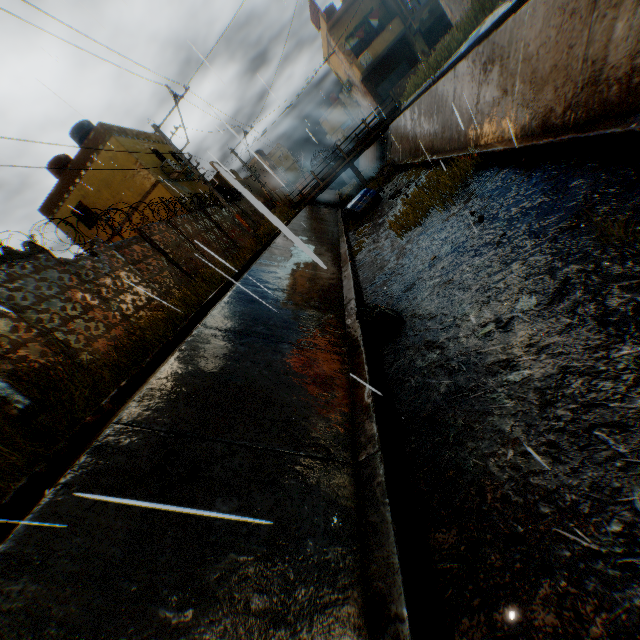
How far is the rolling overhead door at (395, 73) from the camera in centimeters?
2947cm

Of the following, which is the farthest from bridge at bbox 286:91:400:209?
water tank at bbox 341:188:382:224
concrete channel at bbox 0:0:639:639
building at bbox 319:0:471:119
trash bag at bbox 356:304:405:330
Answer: trash bag at bbox 356:304:405:330

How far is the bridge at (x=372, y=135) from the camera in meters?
22.5

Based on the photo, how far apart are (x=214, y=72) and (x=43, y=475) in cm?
554

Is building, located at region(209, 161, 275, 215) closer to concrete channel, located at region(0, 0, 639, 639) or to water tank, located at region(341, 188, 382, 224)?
concrete channel, located at region(0, 0, 639, 639)

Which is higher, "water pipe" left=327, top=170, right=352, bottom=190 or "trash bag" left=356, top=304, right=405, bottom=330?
"water pipe" left=327, top=170, right=352, bottom=190

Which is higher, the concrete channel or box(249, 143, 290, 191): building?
box(249, 143, 290, 191): building

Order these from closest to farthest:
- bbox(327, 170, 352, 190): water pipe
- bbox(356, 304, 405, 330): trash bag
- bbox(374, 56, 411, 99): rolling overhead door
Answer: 1. bbox(356, 304, 405, 330): trash bag
2. bbox(374, 56, 411, 99): rolling overhead door
3. bbox(327, 170, 352, 190): water pipe
